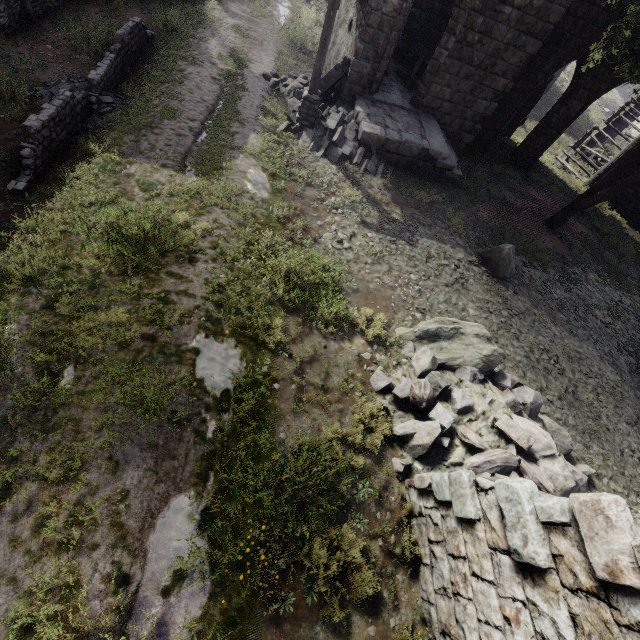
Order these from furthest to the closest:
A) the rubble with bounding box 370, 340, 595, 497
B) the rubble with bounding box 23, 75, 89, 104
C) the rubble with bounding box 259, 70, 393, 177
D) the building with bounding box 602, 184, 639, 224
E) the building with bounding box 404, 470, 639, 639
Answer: the building with bounding box 602, 184, 639, 224
the rubble with bounding box 259, 70, 393, 177
the rubble with bounding box 23, 75, 89, 104
the rubble with bounding box 370, 340, 595, 497
the building with bounding box 404, 470, 639, 639

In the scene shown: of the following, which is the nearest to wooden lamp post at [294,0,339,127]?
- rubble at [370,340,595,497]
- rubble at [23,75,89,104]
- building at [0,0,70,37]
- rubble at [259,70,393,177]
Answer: rubble at [259,70,393,177]

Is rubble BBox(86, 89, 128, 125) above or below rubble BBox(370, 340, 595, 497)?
below

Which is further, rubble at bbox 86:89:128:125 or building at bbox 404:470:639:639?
rubble at bbox 86:89:128:125

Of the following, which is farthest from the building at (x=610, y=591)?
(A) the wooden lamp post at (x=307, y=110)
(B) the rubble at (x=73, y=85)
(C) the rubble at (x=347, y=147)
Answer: (B) the rubble at (x=73, y=85)

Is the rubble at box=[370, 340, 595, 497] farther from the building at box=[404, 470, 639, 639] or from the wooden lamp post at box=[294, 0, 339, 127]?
the wooden lamp post at box=[294, 0, 339, 127]

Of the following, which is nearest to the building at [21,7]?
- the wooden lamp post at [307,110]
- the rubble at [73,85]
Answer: the wooden lamp post at [307,110]

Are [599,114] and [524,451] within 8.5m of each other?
no
